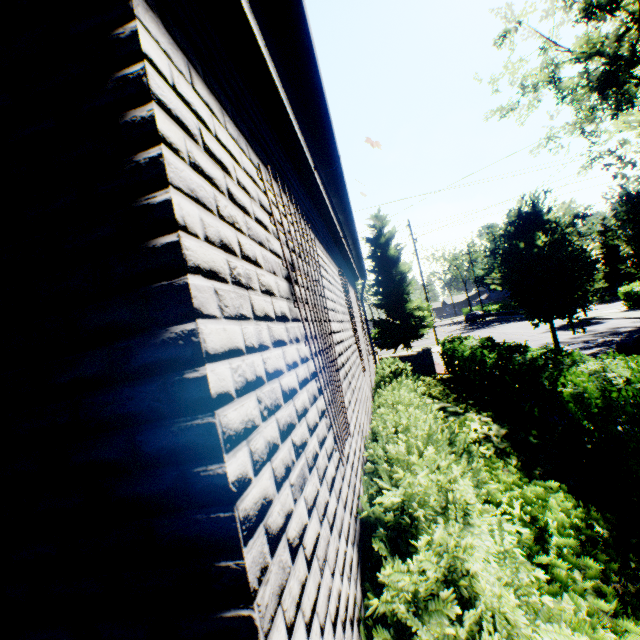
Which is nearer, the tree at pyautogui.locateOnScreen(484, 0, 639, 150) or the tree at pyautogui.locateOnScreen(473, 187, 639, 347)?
the tree at pyautogui.locateOnScreen(473, 187, 639, 347)

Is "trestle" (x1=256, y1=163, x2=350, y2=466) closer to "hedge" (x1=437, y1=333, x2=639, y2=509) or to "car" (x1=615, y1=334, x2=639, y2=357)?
"hedge" (x1=437, y1=333, x2=639, y2=509)

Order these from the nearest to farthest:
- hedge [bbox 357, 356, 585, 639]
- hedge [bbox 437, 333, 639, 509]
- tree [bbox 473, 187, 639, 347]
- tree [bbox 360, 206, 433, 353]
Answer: hedge [bbox 357, 356, 585, 639] < hedge [bbox 437, 333, 639, 509] < tree [bbox 473, 187, 639, 347] < tree [bbox 360, 206, 433, 353]

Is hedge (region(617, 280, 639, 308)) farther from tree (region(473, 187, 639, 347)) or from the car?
the car

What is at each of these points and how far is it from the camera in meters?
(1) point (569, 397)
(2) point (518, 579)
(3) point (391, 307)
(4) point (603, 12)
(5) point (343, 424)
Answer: (1) hedge, 4.8 m
(2) hedge, 1.8 m
(3) tree, 26.1 m
(4) tree, 16.6 m
(5) trestle, 2.4 m

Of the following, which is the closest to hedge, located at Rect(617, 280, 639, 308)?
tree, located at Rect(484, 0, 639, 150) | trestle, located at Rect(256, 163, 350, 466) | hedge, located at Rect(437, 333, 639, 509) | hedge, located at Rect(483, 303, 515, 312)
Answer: tree, located at Rect(484, 0, 639, 150)

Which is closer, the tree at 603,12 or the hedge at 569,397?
the hedge at 569,397

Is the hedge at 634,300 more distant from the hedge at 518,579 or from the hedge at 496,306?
the hedge at 496,306
